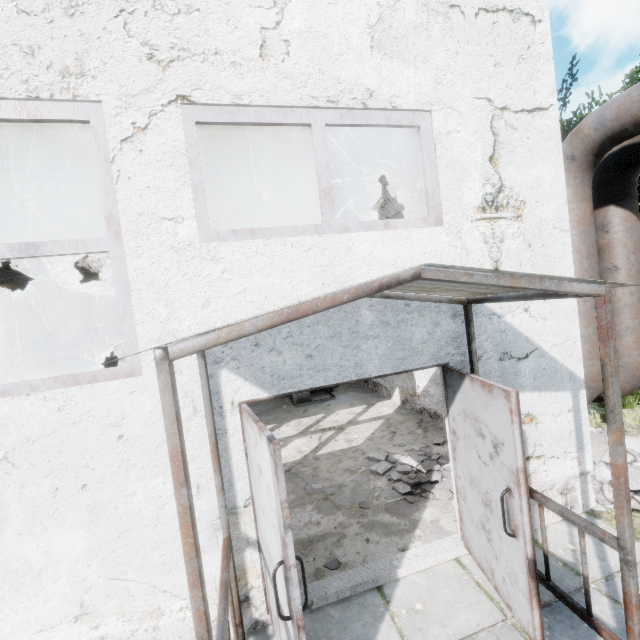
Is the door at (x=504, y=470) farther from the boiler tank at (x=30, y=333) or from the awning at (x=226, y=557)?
the boiler tank at (x=30, y=333)

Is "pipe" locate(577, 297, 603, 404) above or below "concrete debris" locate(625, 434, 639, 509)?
above

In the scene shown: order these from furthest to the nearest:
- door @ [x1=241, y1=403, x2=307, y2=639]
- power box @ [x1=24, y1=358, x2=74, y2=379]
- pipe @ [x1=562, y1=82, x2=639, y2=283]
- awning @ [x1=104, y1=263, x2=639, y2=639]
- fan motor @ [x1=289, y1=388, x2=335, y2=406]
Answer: fan motor @ [x1=289, y1=388, x2=335, y2=406], power box @ [x1=24, y1=358, x2=74, y2=379], pipe @ [x1=562, y1=82, x2=639, y2=283], door @ [x1=241, y1=403, x2=307, y2=639], awning @ [x1=104, y1=263, x2=639, y2=639]

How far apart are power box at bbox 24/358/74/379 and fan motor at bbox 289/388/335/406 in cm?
608

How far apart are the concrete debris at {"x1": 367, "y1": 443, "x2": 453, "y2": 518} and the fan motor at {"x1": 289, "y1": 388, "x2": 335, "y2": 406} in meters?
4.0 m

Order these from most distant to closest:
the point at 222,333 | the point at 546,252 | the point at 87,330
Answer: the point at 87,330 < the point at 546,252 < the point at 222,333

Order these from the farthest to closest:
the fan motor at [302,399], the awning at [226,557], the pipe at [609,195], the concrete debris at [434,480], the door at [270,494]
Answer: the fan motor at [302,399]
the concrete debris at [434,480]
the pipe at [609,195]
the door at [270,494]
the awning at [226,557]

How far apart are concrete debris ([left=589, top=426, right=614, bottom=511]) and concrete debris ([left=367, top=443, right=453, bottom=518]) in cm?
37
